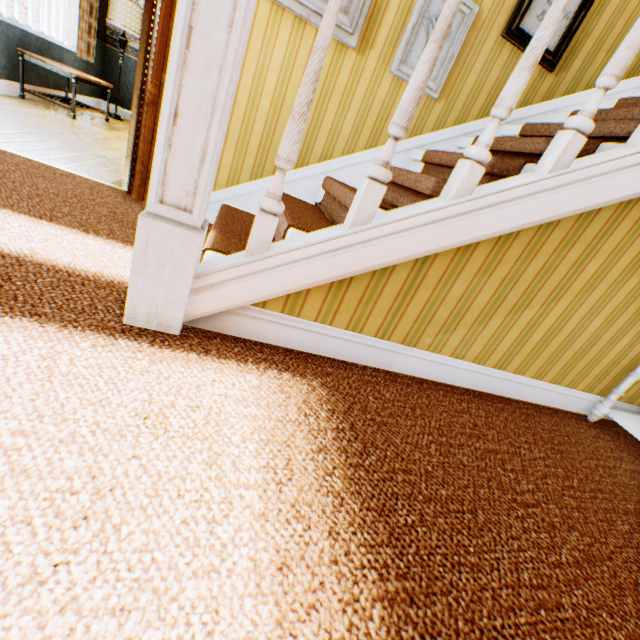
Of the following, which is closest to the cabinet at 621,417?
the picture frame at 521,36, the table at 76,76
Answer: the picture frame at 521,36

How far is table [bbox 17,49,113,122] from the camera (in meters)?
4.05

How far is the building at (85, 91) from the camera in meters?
5.7

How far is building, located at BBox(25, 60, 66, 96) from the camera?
4.4 meters

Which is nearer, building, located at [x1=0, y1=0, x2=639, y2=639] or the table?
building, located at [x1=0, y1=0, x2=639, y2=639]

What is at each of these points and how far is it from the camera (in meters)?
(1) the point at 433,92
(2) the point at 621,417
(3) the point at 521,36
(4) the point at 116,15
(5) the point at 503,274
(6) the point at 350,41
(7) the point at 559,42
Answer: (1) picture frame, 2.53
(2) cabinet, 2.08
(3) picture frame, 2.42
(4) lamp, 5.26
(5) building, 1.53
(6) picture frame, 2.26
(7) picture frame, 2.51

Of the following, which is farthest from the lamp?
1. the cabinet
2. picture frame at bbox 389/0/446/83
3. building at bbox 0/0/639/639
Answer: the cabinet
